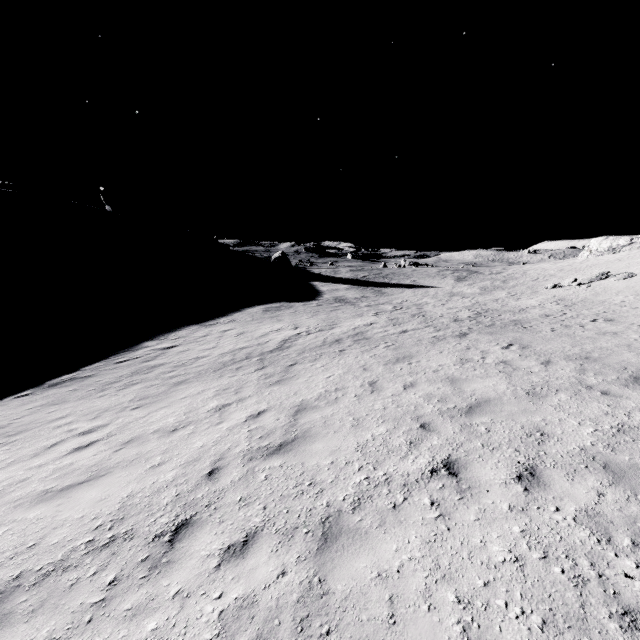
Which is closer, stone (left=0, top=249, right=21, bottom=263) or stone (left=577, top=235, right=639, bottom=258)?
stone (left=577, top=235, right=639, bottom=258)

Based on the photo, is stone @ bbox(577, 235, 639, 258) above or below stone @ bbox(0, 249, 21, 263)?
above

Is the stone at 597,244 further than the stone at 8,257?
No

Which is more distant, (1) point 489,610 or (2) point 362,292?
(2) point 362,292

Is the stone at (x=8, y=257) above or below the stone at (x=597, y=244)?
below
